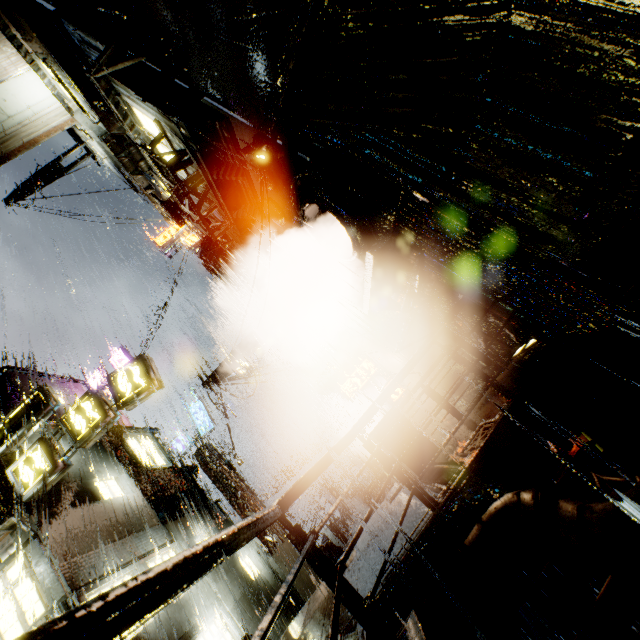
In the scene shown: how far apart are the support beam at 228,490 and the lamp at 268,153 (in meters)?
16.91

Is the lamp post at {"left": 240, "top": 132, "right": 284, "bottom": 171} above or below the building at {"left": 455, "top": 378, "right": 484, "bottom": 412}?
above

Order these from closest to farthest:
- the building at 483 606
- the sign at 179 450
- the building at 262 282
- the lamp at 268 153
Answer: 1. the building at 483 606
2. the lamp at 268 153
3. the building at 262 282
4. the sign at 179 450

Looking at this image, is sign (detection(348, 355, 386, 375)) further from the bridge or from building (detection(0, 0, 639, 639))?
the bridge

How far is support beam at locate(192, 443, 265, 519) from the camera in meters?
17.8

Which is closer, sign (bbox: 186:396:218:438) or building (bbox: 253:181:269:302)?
building (bbox: 253:181:269:302)

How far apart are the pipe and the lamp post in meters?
16.1 m

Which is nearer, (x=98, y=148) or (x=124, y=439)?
(x=98, y=148)
